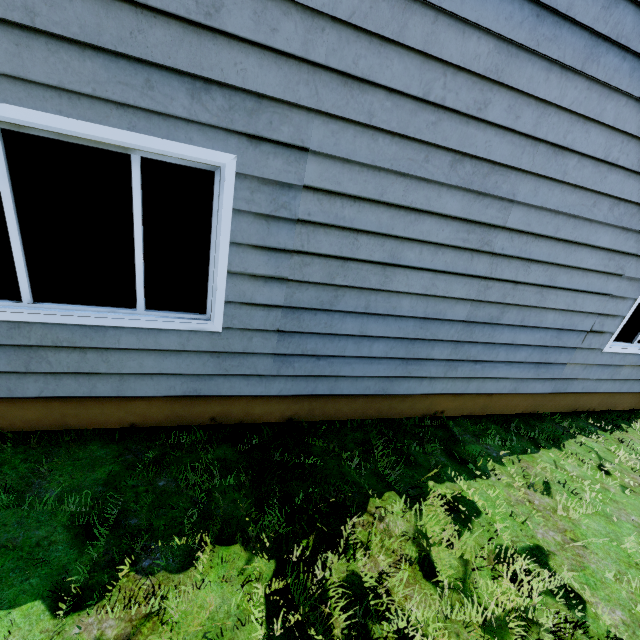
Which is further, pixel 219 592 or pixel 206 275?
pixel 206 275
